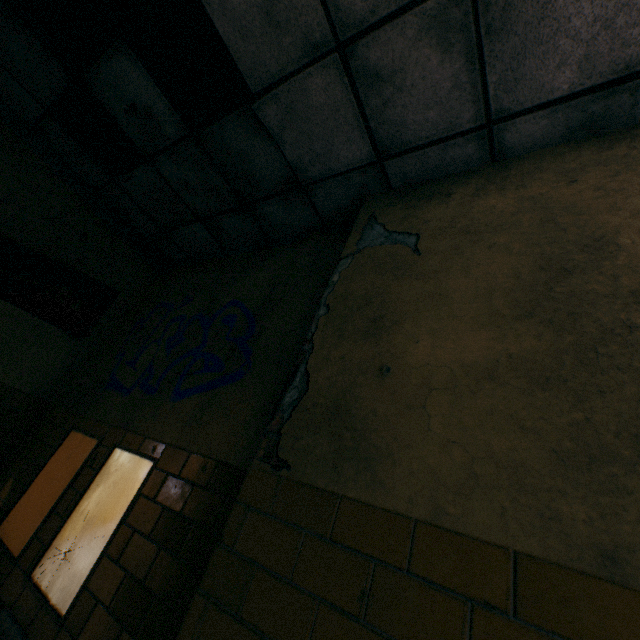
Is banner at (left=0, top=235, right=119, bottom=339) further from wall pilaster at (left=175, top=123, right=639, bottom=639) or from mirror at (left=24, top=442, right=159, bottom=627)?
wall pilaster at (left=175, top=123, right=639, bottom=639)

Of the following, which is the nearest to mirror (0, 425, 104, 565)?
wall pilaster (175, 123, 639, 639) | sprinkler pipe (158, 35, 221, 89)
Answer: wall pilaster (175, 123, 639, 639)

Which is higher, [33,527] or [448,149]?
[448,149]

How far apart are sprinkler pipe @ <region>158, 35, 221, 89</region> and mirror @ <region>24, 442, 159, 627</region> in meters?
2.6 m

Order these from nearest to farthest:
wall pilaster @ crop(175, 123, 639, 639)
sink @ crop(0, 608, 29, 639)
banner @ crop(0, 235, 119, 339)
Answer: wall pilaster @ crop(175, 123, 639, 639)
sink @ crop(0, 608, 29, 639)
banner @ crop(0, 235, 119, 339)

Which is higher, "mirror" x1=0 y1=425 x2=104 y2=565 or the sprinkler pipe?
the sprinkler pipe

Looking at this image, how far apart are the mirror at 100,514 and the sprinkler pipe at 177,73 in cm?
257

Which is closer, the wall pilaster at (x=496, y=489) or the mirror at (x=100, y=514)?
the wall pilaster at (x=496, y=489)
